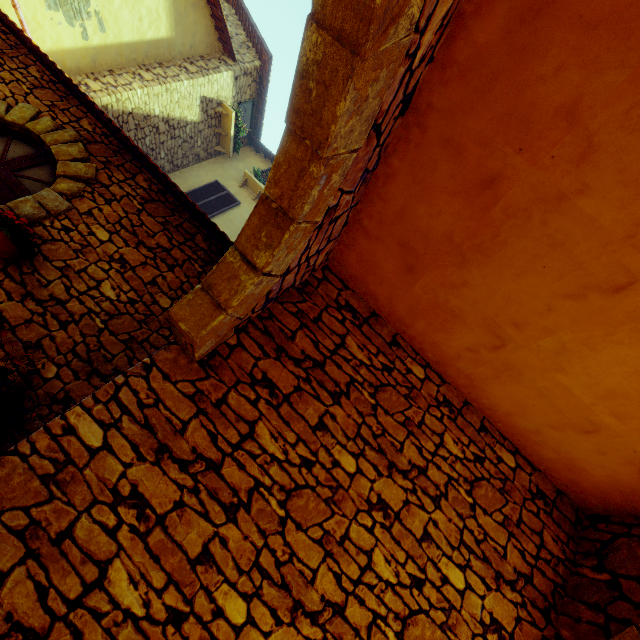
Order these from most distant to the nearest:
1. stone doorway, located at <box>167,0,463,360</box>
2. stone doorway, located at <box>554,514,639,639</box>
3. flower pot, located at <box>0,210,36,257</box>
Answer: flower pot, located at <box>0,210,36,257</box>, stone doorway, located at <box>554,514,639,639</box>, stone doorway, located at <box>167,0,463,360</box>

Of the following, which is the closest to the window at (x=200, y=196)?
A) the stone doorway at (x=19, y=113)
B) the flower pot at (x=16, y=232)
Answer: the stone doorway at (x=19, y=113)

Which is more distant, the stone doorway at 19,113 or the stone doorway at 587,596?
the stone doorway at 19,113

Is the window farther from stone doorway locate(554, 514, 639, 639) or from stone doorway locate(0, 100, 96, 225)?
stone doorway locate(554, 514, 639, 639)

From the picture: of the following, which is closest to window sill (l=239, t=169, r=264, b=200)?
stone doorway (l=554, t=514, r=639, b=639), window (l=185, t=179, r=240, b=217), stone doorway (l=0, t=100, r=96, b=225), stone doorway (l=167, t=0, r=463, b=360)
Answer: window (l=185, t=179, r=240, b=217)

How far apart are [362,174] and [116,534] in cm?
309

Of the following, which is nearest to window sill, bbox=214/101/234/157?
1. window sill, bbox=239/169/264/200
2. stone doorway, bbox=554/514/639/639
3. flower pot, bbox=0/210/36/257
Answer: window sill, bbox=239/169/264/200

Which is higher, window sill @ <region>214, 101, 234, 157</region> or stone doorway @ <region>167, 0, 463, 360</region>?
window sill @ <region>214, 101, 234, 157</region>
